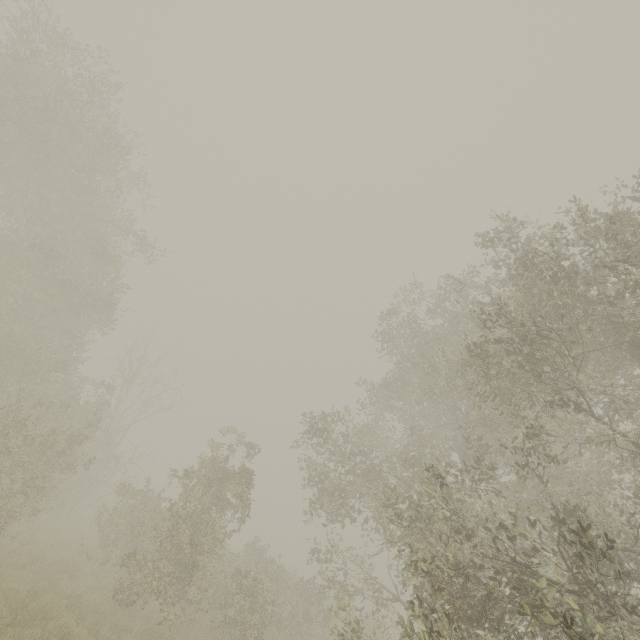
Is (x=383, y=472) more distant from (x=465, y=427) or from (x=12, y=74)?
(x=12, y=74)
